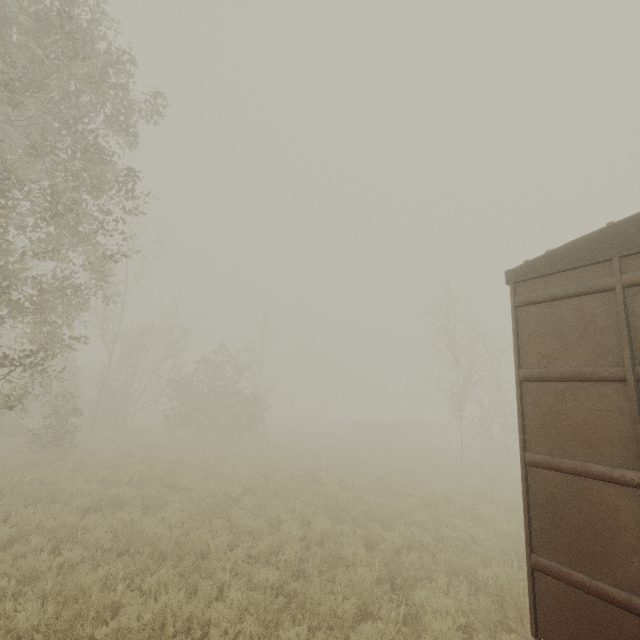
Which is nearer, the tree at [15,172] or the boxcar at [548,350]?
the boxcar at [548,350]

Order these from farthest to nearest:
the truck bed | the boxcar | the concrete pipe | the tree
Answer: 1. the concrete pipe
2. the truck bed
3. the tree
4. the boxcar

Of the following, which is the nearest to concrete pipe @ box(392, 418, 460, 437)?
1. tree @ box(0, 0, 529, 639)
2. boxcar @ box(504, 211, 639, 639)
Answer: tree @ box(0, 0, 529, 639)

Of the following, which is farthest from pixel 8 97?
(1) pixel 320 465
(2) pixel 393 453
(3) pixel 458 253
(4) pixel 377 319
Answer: (4) pixel 377 319

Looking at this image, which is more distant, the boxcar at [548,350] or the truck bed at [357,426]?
the truck bed at [357,426]

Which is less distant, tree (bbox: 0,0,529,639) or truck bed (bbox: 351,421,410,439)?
tree (bbox: 0,0,529,639)

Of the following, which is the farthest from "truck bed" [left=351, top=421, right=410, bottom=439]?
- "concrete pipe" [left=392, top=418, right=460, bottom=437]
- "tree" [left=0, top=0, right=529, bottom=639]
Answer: "tree" [left=0, top=0, right=529, bottom=639]

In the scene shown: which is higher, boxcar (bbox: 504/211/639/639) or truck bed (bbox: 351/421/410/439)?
boxcar (bbox: 504/211/639/639)
